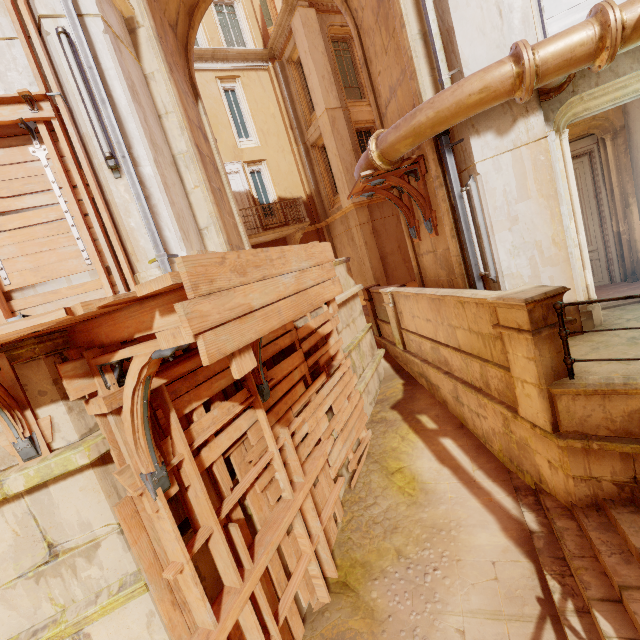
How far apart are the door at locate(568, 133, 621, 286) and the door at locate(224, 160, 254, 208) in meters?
10.8

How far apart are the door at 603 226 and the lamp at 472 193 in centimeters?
293cm

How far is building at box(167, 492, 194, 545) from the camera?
3.1 meters

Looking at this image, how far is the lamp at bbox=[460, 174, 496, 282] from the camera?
5.29m

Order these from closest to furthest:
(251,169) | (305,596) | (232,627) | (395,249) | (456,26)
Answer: (232,627) → (305,596) → (456,26) → (395,249) → (251,169)

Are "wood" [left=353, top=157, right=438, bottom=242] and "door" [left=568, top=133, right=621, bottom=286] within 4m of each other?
yes

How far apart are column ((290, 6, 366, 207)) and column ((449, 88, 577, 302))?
8.3m

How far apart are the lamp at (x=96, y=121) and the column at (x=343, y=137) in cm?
1072
